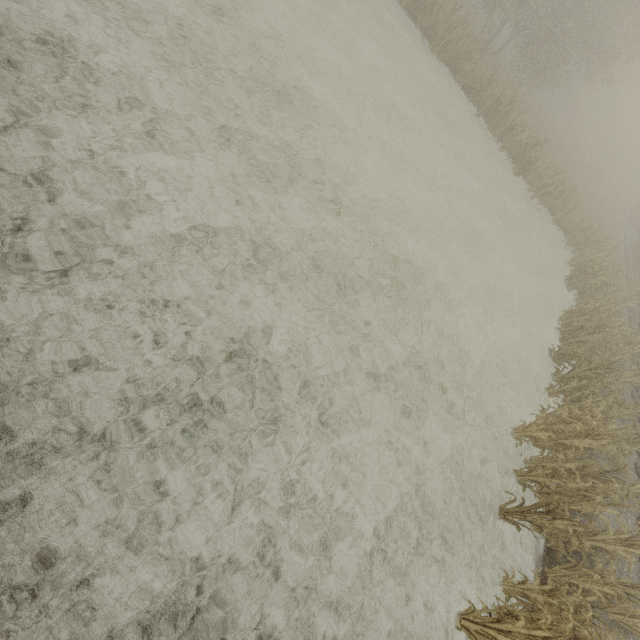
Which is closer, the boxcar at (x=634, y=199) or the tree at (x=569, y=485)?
the tree at (x=569, y=485)

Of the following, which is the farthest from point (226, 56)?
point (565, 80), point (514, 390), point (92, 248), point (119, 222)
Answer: point (565, 80)

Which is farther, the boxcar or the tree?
the boxcar
